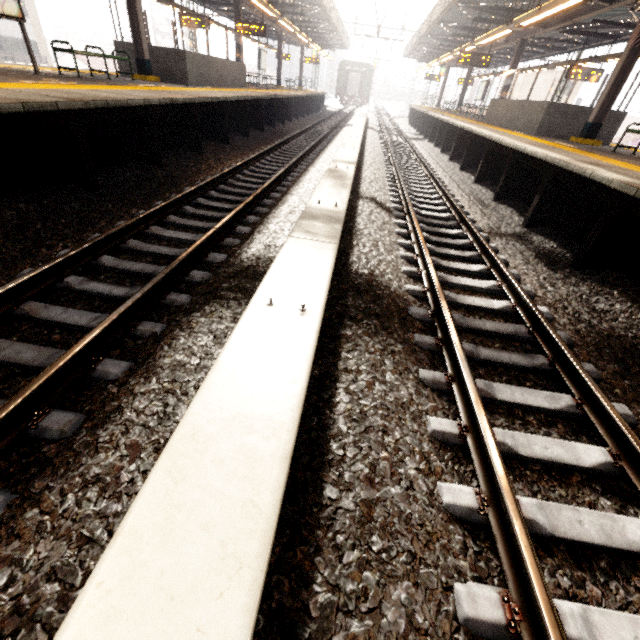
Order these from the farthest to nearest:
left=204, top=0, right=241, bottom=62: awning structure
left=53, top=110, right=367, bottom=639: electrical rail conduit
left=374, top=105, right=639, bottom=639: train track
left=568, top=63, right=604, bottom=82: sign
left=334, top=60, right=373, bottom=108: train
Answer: left=334, top=60, right=373, bottom=108: train → left=204, top=0, right=241, bottom=62: awning structure → left=568, top=63, right=604, bottom=82: sign → left=374, top=105, right=639, bottom=639: train track → left=53, top=110, right=367, bottom=639: electrical rail conduit

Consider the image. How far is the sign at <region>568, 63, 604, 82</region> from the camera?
15.0 meters

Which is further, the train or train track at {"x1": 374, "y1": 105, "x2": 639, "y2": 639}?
the train

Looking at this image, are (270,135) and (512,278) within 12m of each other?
no

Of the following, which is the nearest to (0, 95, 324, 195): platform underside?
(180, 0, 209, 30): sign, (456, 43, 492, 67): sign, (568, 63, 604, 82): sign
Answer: (180, 0, 209, 30): sign

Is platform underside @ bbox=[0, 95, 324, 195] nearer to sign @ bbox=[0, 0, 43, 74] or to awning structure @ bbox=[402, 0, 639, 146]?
sign @ bbox=[0, 0, 43, 74]

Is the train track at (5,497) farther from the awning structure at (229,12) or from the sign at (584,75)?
the sign at (584,75)

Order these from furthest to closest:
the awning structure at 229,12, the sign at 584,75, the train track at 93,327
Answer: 1. the awning structure at 229,12
2. the sign at 584,75
3. the train track at 93,327
